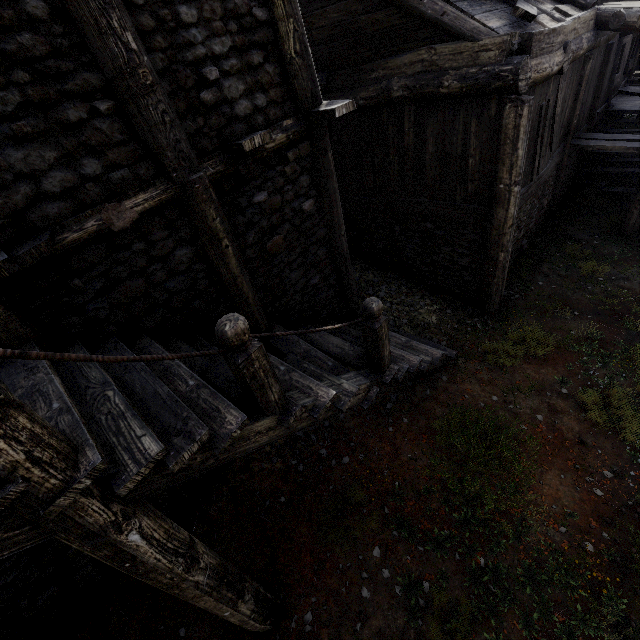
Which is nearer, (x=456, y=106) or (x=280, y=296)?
(x=280, y=296)
